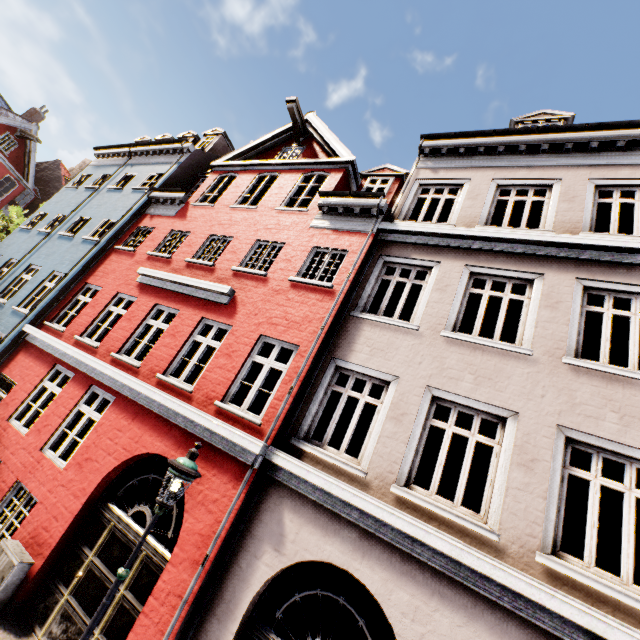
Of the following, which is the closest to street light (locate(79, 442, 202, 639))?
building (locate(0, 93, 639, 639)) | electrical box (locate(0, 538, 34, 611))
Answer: building (locate(0, 93, 639, 639))

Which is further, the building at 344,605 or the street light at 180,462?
the building at 344,605

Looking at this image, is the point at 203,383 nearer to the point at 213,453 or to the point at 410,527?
the point at 213,453

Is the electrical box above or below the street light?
below

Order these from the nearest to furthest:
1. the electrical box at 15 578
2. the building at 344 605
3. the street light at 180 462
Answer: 1. the street light at 180 462
2. the building at 344 605
3. the electrical box at 15 578

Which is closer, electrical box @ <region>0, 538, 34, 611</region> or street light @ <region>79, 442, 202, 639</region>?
street light @ <region>79, 442, 202, 639</region>

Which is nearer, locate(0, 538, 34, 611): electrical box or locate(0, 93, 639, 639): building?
locate(0, 93, 639, 639): building
